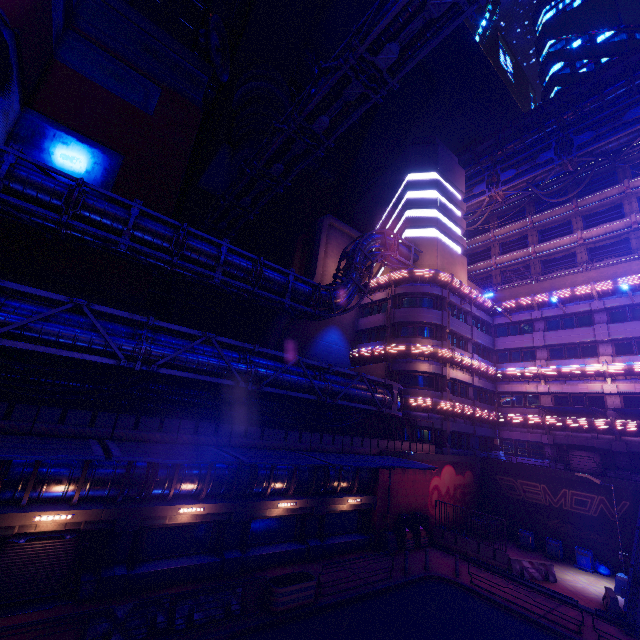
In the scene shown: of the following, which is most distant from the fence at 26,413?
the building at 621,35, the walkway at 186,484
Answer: the building at 621,35

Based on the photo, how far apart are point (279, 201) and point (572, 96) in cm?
4351

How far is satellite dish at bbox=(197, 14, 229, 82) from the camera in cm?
3300

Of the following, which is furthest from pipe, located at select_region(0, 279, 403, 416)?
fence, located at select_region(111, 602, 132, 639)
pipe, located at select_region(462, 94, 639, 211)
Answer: pipe, located at select_region(462, 94, 639, 211)

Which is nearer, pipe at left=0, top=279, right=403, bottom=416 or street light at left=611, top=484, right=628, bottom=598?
pipe at left=0, top=279, right=403, bottom=416

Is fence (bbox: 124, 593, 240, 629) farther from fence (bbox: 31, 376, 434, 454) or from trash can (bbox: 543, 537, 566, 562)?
trash can (bbox: 543, 537, 566, 562)

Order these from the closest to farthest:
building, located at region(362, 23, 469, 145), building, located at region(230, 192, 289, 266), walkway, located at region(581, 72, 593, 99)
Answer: walkway, located at region(581, 72, 593, 99)
building, located at region(230, 192, 289, 266)
building, located at region(362, 23, 469, 145)

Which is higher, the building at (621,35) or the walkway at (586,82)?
the building at (621,35)
